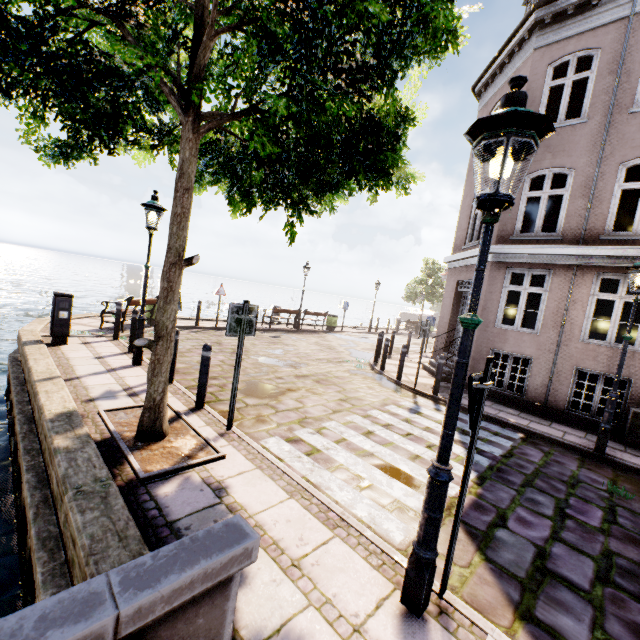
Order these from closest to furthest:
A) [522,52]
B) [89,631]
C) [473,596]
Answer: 1. [89,631]
2. [473,596]
3. [522,52]

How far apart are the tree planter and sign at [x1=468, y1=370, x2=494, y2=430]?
3.0 meters

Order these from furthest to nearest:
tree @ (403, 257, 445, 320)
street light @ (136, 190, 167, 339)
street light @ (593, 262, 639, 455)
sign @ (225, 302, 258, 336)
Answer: tree @ (403, 257, 445, 320) < street light @ (136, 190, 167, 339) < street light @ (593, 262, 639, 455) < sign @ (225, 302, 258, 336)

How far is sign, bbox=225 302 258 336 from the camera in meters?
4.6 m

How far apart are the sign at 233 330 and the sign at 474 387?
3.3 meters

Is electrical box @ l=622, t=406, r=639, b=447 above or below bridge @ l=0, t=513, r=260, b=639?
below

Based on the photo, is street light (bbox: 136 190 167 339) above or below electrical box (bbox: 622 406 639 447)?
above

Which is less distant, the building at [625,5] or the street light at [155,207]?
the street light at [155,207]
